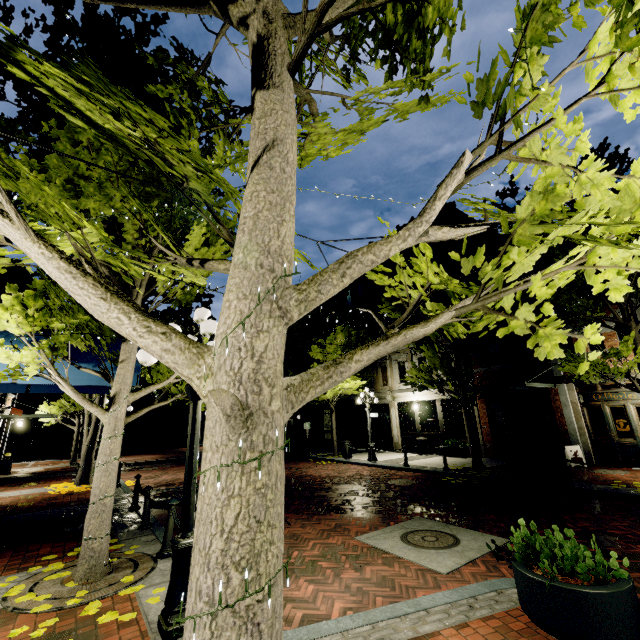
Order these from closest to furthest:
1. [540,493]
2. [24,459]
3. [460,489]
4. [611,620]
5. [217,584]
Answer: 1. [217,584]
2. [611,620]
3. [540,493]
4. [460,489]
5. [24,459]

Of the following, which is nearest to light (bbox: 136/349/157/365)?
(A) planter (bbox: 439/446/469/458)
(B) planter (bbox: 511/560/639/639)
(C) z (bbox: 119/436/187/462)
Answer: (B) planter (bbox: 511/560/639/639)

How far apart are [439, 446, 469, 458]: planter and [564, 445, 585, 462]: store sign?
4.2 meters

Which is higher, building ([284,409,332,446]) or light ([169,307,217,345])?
light ([169,307,217,345])

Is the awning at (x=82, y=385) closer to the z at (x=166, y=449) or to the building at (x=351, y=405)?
the building at (x=351, y=405)

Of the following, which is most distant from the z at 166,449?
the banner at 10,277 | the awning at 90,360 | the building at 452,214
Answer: the awning at 90,360

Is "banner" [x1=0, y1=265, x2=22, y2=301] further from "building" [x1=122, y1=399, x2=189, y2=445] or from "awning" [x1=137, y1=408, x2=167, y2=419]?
"awning" [x1=137, y1=408, x2=167, y2=419]

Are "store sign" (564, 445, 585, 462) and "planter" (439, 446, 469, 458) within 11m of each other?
yes
